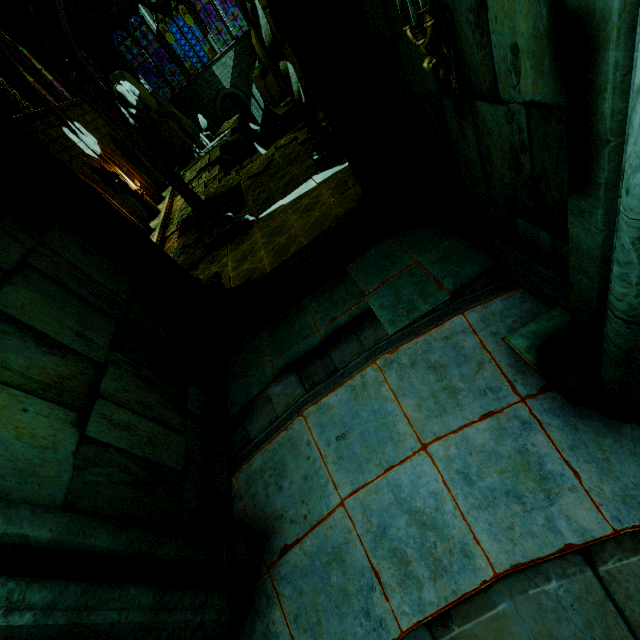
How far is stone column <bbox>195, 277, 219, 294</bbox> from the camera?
5.9 meters

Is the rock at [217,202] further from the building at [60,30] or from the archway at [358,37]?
the archway at [358,37]

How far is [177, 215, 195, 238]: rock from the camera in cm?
1622

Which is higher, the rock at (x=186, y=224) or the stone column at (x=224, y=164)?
the rock at (x=186, y=224)

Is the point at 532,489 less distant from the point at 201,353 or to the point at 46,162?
the point at 201,353

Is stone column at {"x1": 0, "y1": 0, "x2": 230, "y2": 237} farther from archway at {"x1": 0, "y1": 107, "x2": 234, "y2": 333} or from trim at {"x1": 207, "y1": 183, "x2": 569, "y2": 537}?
trim at {"x1": 207, "y1": 183, "x2": 569, "y2": 537}

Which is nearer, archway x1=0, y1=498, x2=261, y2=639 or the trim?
archway x1=0, y1=498, x2=261, y2=639

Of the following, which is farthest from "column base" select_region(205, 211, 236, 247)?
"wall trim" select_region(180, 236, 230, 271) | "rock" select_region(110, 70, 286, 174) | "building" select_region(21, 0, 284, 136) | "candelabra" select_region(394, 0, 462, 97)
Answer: "rock" select_region(110, 70, 286, 174)
